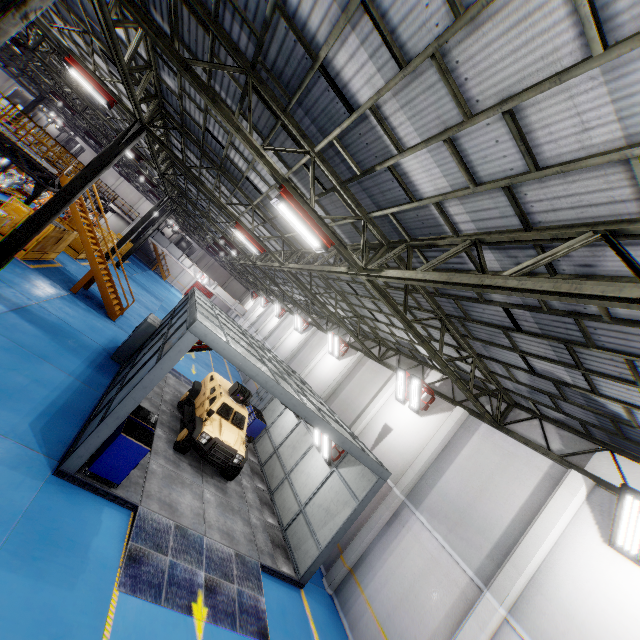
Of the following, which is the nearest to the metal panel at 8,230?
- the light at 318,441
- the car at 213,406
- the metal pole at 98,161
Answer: the metal pole at 98,161

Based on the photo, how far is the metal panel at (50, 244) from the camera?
15.9m

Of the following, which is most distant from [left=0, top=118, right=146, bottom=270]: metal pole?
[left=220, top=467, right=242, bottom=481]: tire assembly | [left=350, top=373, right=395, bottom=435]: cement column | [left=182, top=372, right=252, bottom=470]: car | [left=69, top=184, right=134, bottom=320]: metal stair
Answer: [left=350, top=373, right=395, bottom=435]: cement column

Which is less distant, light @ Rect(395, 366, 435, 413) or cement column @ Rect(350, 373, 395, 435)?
light @ Rect(395, 366, 435, 413)

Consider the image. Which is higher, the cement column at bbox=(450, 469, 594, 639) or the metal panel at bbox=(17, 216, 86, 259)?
the cement column at bbox=(450, 469, 594, 639)

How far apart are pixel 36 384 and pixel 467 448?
13.64m

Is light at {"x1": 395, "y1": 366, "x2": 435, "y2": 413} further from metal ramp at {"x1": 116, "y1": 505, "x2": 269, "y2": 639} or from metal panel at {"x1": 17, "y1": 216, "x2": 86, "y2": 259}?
metal panel at {"x1": 17, "y1": 216, "x2": 86, "y2": 259}

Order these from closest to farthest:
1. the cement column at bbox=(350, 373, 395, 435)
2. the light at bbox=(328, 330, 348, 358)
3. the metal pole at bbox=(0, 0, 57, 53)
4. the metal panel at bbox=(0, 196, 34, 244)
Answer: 1. the metal pole at bbox=(0, 0, 57, 53)
2. the metal panel at bbox=(0, 196, 34, 244)
3. the cement column at bbox=(350, 373, 395, 435)
4. the light at bbox=(328, 330, 348, 358)
